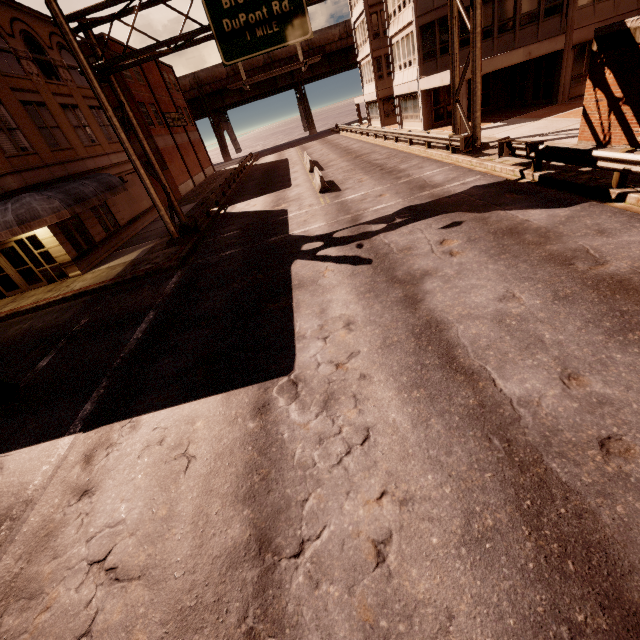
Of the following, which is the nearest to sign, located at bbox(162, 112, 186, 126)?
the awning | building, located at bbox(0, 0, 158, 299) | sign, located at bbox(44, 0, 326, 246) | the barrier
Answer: building, located at bbox(0, 0, 158, 299)

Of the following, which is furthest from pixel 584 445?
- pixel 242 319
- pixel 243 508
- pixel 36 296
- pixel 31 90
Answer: pixel 31 90

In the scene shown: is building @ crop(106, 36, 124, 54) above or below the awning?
above

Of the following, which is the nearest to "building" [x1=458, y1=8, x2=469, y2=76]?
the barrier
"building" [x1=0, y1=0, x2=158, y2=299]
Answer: "building" [x1=0, y1=0, x2=158, y2=299]

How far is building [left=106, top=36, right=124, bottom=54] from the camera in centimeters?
2857cm

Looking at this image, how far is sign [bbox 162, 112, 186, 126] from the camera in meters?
37.1 m

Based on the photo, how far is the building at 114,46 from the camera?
28.57m
